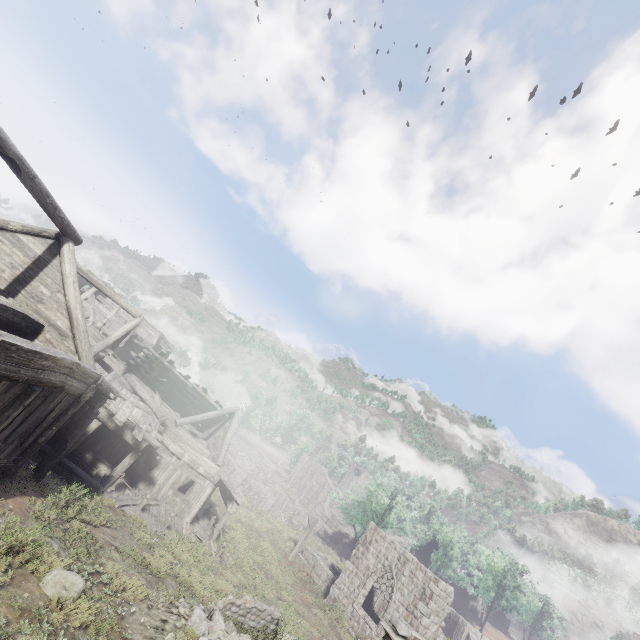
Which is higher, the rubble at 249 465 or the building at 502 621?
the building at 502 621

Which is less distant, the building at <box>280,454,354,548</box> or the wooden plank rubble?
the wooden plank rubble

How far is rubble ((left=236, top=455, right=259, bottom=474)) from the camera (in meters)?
48.94

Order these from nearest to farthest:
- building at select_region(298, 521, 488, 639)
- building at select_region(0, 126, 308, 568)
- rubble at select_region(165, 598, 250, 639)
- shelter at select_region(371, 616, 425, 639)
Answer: shelter at select_region(371, 616, 425, 639) < rubble at select_region(165, 598, 250, 639) < building at select_region(0, 126, 308, 568) < building at select_region(298, 521, 488, 639)

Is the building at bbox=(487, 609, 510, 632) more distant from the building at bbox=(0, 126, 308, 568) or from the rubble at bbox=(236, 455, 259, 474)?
the rubble at bbox=(236, 455, 259, 474)

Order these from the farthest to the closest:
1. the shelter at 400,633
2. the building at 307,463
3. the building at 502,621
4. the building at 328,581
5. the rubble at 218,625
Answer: the building at 502,621, the building at 307,463, the building at 328,581, the rubble at 218,625, the shelter at 400,633

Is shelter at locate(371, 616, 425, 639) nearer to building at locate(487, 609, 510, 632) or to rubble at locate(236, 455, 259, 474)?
rubble at locate(236, 455, 259, 474)

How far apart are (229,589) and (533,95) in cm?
6784
